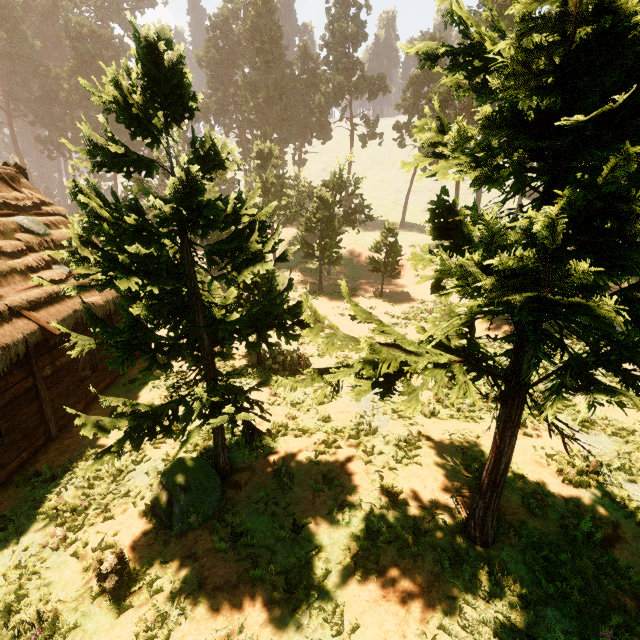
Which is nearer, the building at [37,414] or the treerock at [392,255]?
A: the building at [37,414]

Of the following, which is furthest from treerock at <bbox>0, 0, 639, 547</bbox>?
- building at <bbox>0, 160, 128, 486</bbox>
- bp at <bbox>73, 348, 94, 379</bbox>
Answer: bp at <bbox>73, 348, 94, 379</bbox>

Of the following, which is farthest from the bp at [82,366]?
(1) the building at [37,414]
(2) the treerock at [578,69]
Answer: (2) the treerock at [578,69]

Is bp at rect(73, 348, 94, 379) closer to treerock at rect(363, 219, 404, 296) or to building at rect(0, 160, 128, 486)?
building at rect(0, 160, 128, 486)

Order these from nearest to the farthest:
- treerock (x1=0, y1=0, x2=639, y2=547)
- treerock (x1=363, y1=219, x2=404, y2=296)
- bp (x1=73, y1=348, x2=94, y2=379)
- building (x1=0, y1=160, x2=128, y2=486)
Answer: treerock (x1=0, y1=0, x2=639, y2=547) < building (x1=0, y1=160, x2=128, y2=486) < bp (x1=73, y1=348, x2=94, y2=379) < treerock (x1=363, y1=219, x2=404, y2=296)

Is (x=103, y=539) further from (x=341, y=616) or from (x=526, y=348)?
(x=526, y=348)

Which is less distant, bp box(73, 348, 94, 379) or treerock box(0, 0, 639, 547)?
treerock box(0, 0, 639, 547)
